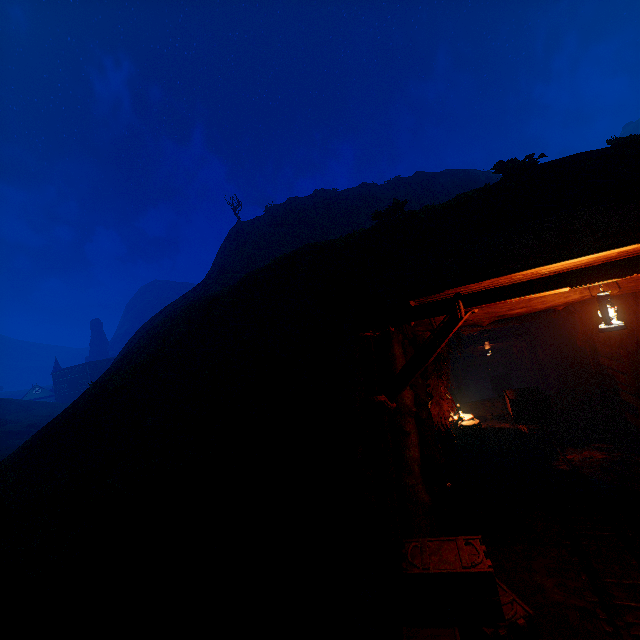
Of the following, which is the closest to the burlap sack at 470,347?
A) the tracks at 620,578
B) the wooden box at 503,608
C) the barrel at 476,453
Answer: the tracks at 620,578

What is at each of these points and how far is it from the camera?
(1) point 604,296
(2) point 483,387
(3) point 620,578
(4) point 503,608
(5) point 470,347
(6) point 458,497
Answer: (1) lantern, 3.4 meters
(2) cave, 39.1 meters
(3) tracks, 4.5 meters
(4) wooden box, 4.0 meters
(5) burlap sack, 19.7 meters
(6) instancedfoliageactor, 7.3 meters

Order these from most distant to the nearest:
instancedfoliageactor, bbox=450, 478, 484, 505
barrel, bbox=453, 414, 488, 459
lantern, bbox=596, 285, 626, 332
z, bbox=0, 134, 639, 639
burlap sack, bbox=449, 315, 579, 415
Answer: burlap sack, bbox=449, 315, 579, 415 < barrel, bbox=453, 414, 488, 459 < instancedfoliageactor, bbox=450, 478, 484, 505 < z, bbox=0, 134, 639, 639 < lantern, bbox=596, 285, 626, 332

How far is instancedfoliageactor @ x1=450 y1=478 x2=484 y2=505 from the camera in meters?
7.2

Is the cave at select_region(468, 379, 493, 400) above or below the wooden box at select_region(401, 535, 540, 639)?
below

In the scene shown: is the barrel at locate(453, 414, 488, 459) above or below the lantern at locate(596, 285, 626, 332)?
below

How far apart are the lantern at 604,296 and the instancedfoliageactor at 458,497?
5.4m

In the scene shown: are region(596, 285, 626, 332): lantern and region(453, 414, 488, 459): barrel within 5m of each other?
no
